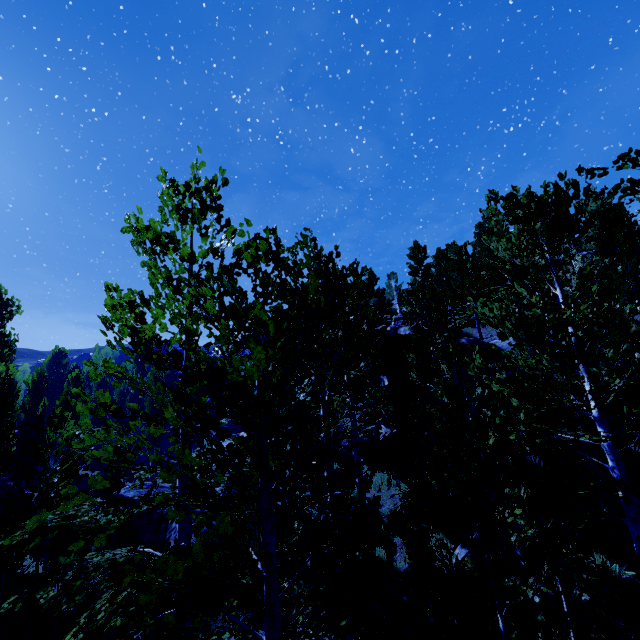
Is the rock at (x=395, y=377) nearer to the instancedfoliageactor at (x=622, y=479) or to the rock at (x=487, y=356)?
the instancedfoliageactor at (x=622, y=479)

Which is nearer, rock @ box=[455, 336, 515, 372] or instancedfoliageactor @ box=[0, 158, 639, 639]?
instancedfoliageactor @ box=[0, 158, 639, 639]

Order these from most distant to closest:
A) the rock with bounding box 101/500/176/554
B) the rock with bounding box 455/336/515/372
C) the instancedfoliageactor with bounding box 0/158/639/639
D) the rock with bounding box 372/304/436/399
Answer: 1. the rock with bounding box 372/304/436/399
2. the rock with bounding box 455/336/515/372
3. the rock with bounding box 101/500/176/554
4. the instancedfoliageactor with bounding box 0/158/639/639

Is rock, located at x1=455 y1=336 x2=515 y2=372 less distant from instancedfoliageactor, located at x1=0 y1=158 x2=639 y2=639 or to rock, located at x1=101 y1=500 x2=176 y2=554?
instancedfoliageactor, located at x1=0 y1=158 x2=639 y2=639

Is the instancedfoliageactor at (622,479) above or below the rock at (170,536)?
above

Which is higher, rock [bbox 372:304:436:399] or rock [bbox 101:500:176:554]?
rock [bbox 372:304:436:399]

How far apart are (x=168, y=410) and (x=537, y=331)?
7.6 meters

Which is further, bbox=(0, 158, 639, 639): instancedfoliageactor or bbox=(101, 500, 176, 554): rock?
bbox=(101, 500, 176, 554): rock
